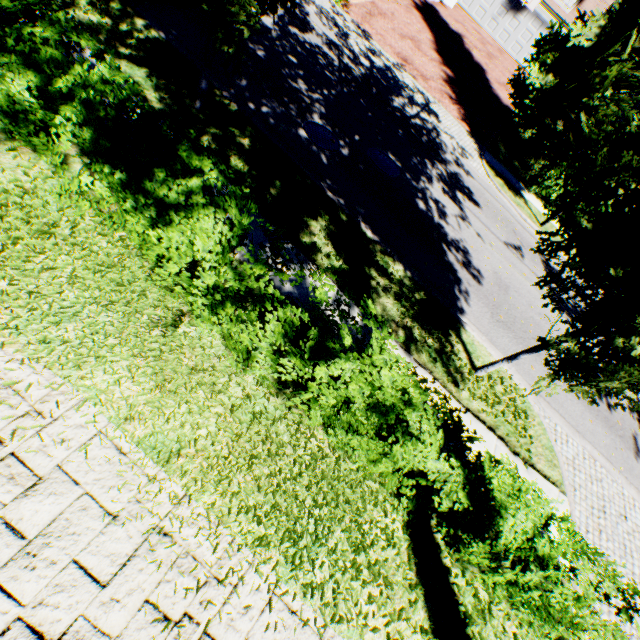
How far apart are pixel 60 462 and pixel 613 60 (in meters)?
20.73

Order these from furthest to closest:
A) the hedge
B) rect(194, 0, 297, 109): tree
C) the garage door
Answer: the garage door
rect(194, 0, 297, 109): tree
the hedge

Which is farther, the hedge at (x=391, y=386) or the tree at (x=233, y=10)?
the tree at (x=233, y=10)

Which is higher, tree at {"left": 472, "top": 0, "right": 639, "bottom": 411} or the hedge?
tree at {"left": 472, "top": 0, "right": 639, "bottom": 411}

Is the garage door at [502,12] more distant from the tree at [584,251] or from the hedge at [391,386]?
the hedge at [391,386]

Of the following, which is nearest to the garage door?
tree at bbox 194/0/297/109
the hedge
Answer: tree at bbox 194/0/297/109

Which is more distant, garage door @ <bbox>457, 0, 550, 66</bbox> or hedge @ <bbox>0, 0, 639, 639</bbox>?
garage door @ <bbox>457, 0, 550, 66</bbox>

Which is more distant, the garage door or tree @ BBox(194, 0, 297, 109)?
the garage door
